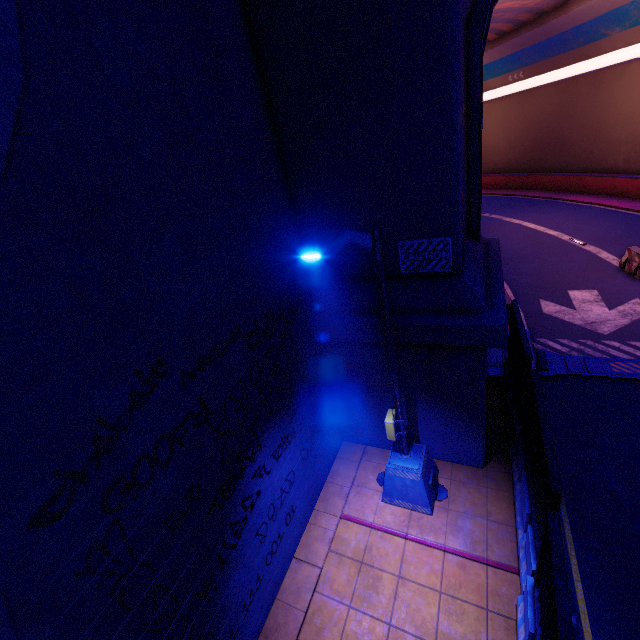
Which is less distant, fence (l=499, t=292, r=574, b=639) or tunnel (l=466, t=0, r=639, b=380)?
fence (l=499, t=292, r=574, b=639)

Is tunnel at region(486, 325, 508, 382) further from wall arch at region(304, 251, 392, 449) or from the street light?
the street light

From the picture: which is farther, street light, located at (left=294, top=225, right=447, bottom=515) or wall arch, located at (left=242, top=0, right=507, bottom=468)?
wall arch, located at (left=242, top=0, right=507, bottom=468)

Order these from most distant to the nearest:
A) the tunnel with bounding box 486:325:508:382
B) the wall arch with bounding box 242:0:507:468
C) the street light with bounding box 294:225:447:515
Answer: the tunnel with bounding box 486:325:508:382 < the wall arch with bounding box 242:0:507:468 < the street light with bounding box 294:225:447:515

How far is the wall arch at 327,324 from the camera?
6.28m

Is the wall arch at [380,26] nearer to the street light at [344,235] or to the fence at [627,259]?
the street light at [344,235]

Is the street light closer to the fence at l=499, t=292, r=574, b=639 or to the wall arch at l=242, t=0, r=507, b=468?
the wall arch at l=242, t=0, r=507, b=468

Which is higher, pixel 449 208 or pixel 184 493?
pixel 449 208
